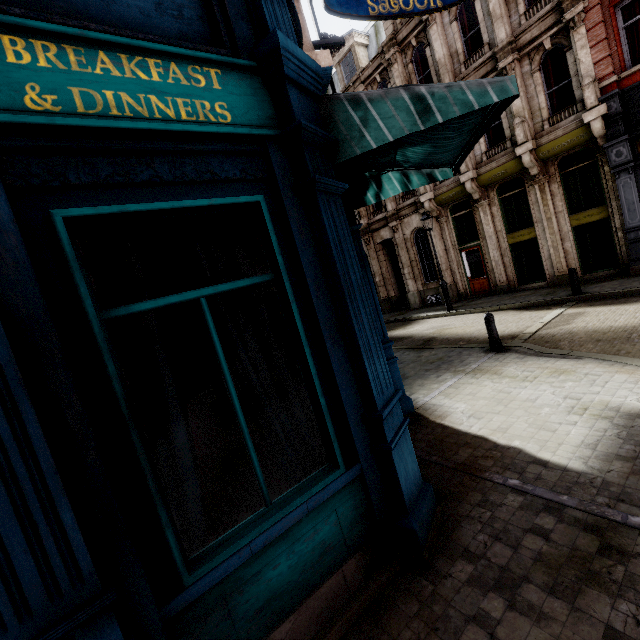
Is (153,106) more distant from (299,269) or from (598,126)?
(598,126)

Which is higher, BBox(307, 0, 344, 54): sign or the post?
BBox(307, 0, 344, 54): sign

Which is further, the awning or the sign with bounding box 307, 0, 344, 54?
the sign with bounding box 307, 0, 344, 54

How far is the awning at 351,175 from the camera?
2.84m

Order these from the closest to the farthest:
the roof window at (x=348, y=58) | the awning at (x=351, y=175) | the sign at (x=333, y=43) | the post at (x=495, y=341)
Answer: the awning at (x=351, y=175) < the sign at (x=333, y=43) < the post at (x=495, y=341) < the roof window at (x=348, y=58)

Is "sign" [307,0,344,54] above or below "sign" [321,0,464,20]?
below

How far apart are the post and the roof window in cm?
1832

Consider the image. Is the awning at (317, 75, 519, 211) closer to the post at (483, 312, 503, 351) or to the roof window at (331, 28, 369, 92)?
the post at (483, 312, 503, 351)
